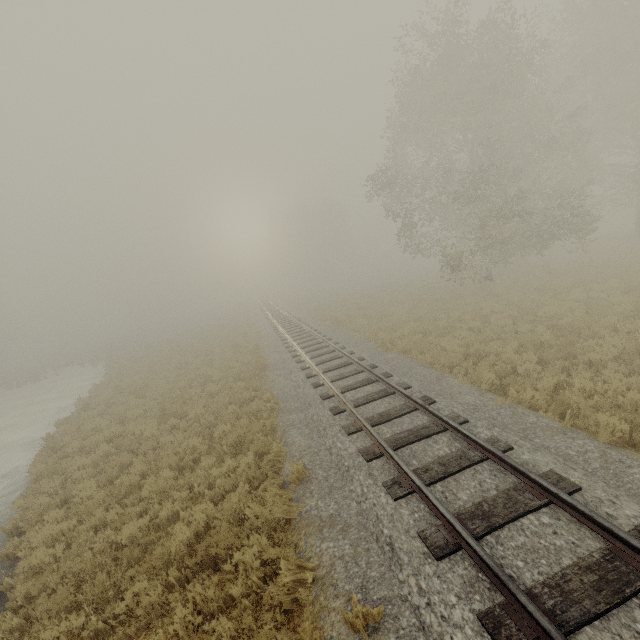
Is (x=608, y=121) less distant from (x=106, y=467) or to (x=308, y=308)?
(x=308, y=308)
